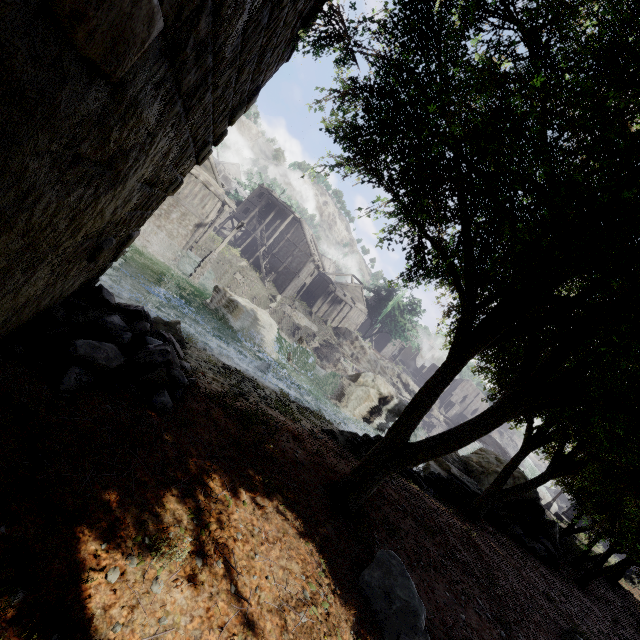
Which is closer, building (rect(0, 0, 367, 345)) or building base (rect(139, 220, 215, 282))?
building (rect(0, 0, 367, 345))

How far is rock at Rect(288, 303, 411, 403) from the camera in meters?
43.3 m

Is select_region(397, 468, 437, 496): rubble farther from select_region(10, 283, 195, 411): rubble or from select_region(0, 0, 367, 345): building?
select_region(0, 0, 367, 345): building

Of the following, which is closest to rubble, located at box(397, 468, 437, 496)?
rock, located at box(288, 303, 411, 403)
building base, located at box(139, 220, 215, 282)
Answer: building base, located at box(139, 220, 215, 282)

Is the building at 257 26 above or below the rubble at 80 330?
above

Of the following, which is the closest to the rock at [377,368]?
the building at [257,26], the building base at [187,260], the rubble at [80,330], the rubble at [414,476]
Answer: the building at [257,26]

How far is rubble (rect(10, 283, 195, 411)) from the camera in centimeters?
405cm

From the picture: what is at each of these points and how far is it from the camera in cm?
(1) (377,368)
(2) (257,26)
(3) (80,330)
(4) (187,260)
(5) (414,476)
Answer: (1) rock, 4819
(2) building, 302
(3) rubble, 480
(4) building base, 2556
(5) rubble, 1265
